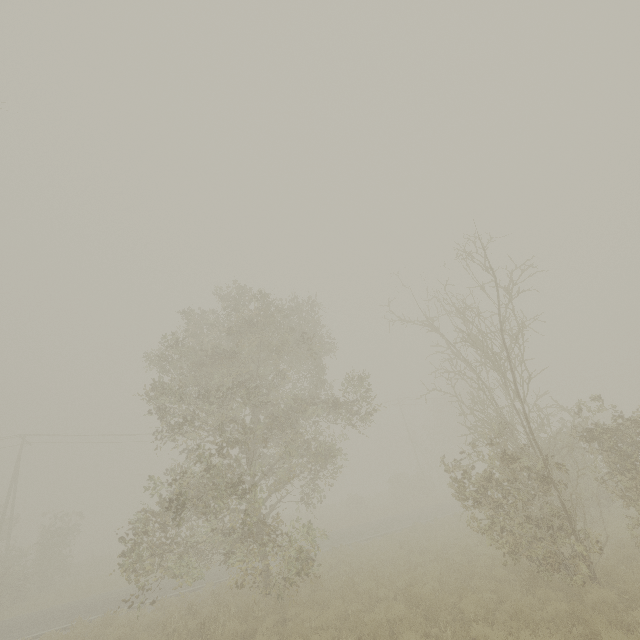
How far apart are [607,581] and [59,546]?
35.4m
